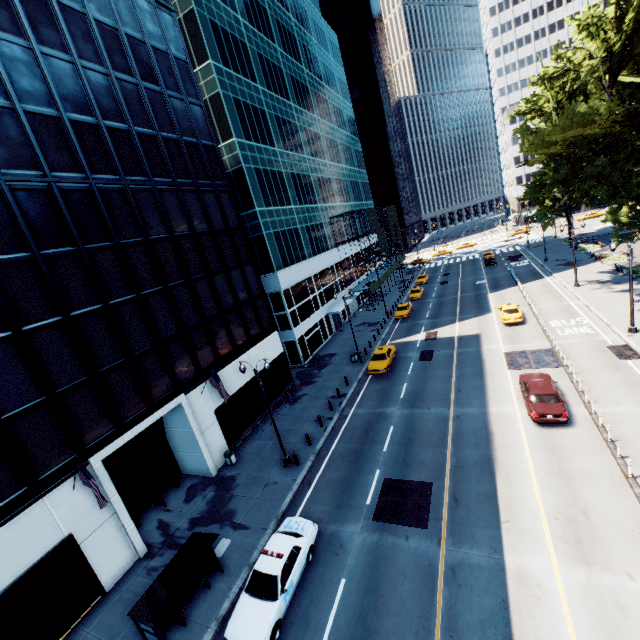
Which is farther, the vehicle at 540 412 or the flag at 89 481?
the vehicle at 540 412

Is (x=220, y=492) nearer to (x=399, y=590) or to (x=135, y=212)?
(x=399, y=590)

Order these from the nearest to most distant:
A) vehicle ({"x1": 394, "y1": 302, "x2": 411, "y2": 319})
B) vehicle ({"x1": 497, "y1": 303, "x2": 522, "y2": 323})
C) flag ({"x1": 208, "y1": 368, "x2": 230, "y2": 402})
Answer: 1. flag ({"x1": 208, "y1": 368, "x2": 230, "y2": 402})
2. vehicle ({"x1": 497, "y1": 303, "x2": 522, "y2": 323})
3. vehicle ({"x1": 394, "y1": 302, "x2": 411, "y2": 319})

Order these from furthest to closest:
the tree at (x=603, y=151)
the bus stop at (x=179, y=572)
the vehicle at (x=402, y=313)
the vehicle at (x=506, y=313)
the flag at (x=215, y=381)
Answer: the vehicle at (x=402, y=313)
the vehicle at (x=506, y=313)
the flag at (x=215, y=381)
the tree at (x=603, y=151)
the bus stop at (x=179, y=572)

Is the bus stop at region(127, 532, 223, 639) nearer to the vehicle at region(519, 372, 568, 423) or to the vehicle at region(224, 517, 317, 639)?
the vehicle at region(224, 517, 317, 639)

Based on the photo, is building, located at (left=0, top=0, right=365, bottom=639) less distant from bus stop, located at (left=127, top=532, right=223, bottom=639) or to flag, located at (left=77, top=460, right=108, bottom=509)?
flag, located at (left=77, top=460, right=108, bottom=509)

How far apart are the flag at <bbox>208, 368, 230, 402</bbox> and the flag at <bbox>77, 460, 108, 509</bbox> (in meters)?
7.97

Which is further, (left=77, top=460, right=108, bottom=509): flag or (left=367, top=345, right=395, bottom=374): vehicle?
(left=367, top=345, right=395, bottom=374): vehicle
